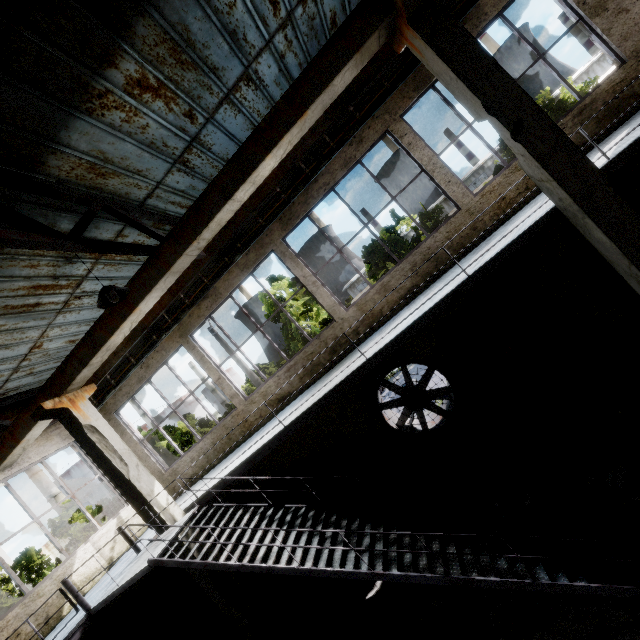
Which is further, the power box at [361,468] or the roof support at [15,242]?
the power box at [361,468]

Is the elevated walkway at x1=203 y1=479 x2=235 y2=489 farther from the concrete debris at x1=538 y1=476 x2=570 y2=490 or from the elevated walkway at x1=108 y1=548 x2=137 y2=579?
the concrete debris at x1=538 y1=476 x2=570 y2=490

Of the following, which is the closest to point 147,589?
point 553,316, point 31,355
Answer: point 31,355

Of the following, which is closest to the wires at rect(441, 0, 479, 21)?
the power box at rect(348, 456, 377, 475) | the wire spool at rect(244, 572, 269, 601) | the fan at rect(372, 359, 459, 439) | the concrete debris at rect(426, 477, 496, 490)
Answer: the fan at rect(372, 359, 459, 439)

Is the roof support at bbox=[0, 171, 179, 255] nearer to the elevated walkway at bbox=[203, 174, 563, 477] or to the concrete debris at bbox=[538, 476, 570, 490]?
the elevated walkway at bbox=[203, 174, 563, 477]

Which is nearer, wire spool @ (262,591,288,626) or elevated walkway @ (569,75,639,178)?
elevated walkway @ (569,75,639,178)

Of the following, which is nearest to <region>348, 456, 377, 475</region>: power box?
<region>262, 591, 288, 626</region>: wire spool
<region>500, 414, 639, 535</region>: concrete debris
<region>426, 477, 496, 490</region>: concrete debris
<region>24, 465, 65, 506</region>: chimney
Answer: <region>426, 477, 496, 490</region>: concrete debris

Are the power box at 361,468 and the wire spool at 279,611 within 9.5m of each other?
yes
